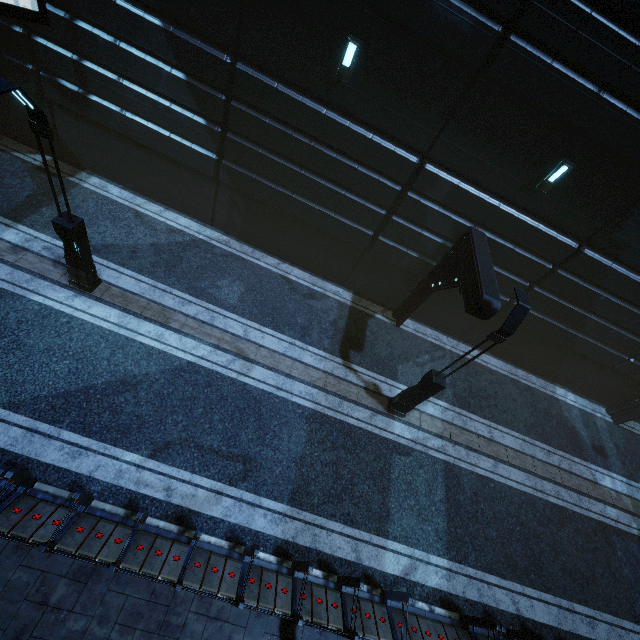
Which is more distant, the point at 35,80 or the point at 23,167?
the point at 23,167

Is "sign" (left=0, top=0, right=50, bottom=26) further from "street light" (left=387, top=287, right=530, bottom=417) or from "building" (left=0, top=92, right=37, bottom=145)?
"street light" (left=387, top=287, right=530, bottom=417)

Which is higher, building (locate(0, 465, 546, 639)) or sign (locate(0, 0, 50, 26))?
sign (locate(0, 0, 50, 26))

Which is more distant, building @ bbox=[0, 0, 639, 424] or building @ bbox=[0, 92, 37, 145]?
building @ bbox=[0, 92, 37, 145]

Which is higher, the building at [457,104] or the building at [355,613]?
the building at [457,104]

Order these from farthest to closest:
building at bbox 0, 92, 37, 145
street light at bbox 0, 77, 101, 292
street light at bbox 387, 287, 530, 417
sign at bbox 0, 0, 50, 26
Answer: building at bbox 0, 92, 37, 145, sign at bbox 0, 0, 50, 26, street light at bbox 387, 287, 530, 417, street light at bbox 0, 77, 101, 292

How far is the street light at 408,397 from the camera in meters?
7.5

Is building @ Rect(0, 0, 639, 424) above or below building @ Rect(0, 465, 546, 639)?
above
